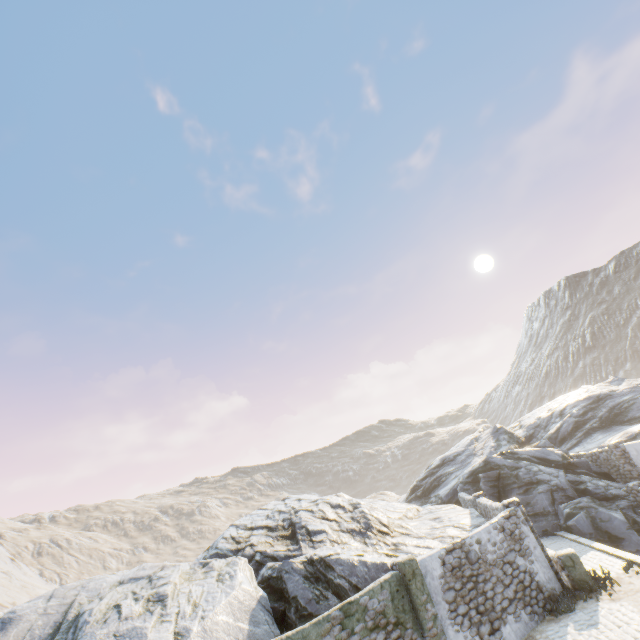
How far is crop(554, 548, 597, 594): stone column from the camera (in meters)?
11.40

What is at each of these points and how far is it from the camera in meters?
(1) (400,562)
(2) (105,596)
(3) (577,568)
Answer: (1) stone column, 10.1
(2) rock, 11.2
(3) stone column, 11.6

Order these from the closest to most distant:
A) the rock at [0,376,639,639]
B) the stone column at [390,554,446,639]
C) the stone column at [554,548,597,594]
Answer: the stone column at [390,554,446,639] → the rock at [0,376,639,639] → the stone column at [554,548,597,594]

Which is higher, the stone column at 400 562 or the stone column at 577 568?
the stone column at 400 562

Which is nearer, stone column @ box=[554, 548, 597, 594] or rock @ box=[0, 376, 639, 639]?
rock @ box=[0, 376, 639, 639]

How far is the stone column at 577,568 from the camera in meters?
11.4

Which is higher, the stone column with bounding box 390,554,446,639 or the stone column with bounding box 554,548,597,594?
the stone column with bounding box 390,554,446,639

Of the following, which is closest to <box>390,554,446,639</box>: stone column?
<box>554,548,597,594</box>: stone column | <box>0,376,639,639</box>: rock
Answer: <box>0,376,639,639</box>: rock
